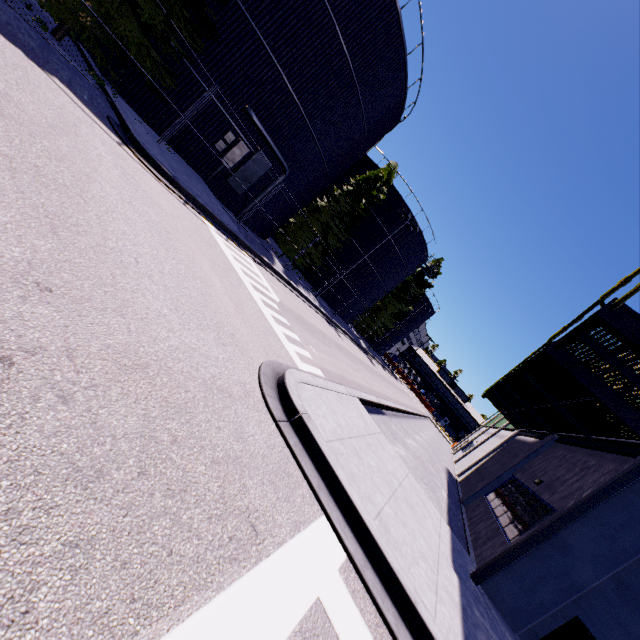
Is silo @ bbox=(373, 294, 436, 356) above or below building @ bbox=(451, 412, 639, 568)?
above

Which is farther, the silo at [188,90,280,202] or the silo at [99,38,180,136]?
the silo at [188,90,280,202]

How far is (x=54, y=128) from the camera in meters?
5.4 m

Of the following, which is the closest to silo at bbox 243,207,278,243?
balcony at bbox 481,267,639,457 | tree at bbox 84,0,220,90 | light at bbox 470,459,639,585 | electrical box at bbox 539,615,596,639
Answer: tree at bbox 84,0,220,90

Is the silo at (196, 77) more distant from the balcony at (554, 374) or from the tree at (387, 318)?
the balcony at (554, 374)

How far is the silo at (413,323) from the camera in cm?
5294

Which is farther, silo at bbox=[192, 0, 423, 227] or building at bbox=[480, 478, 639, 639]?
silo at bbox=[192, 0, 423, 227]

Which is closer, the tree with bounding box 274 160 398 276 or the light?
the light
